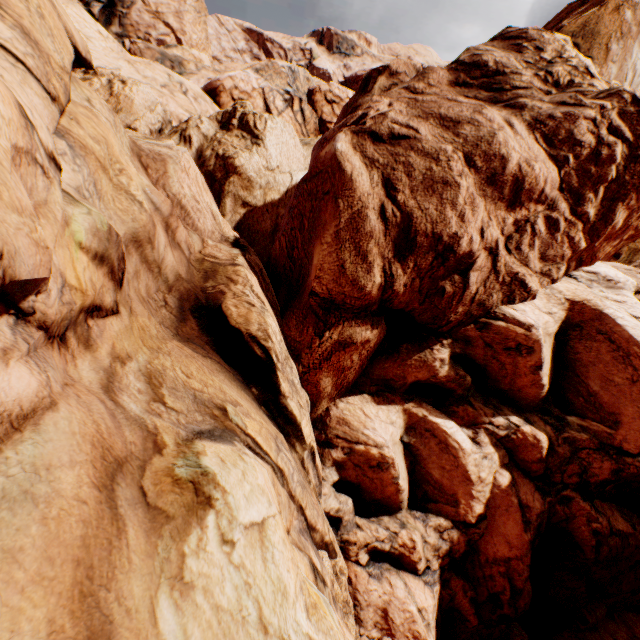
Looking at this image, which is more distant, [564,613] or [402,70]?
[402,70]
